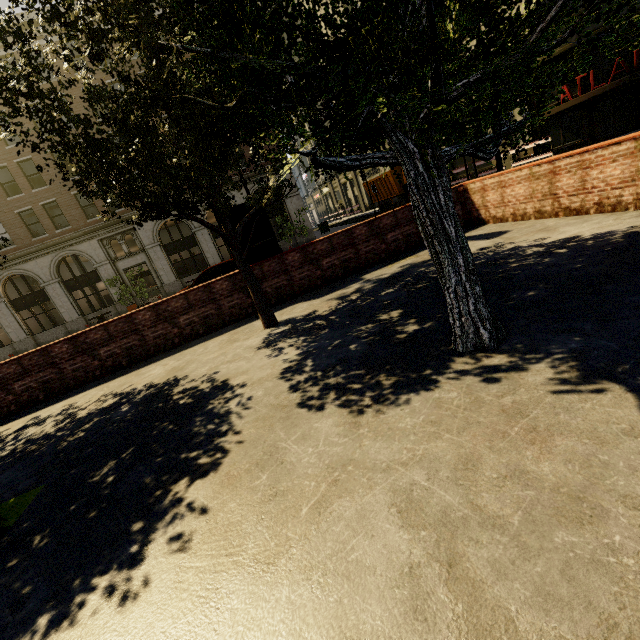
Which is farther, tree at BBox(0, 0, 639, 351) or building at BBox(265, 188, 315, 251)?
building at BBox(265, 188, 315, 251)

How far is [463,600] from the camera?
1.4m

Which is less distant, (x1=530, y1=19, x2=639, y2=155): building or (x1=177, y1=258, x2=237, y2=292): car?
(x1=177, y1=258, x2=237, y2=292): car

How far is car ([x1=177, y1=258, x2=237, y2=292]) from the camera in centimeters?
1362cm

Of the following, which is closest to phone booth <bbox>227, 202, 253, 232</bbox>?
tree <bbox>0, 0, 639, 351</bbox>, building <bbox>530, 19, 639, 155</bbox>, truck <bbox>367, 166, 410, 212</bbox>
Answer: tree <bbox>0, 0, 639, 351</bbox>

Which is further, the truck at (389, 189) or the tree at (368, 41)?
the truck at (389, 189)

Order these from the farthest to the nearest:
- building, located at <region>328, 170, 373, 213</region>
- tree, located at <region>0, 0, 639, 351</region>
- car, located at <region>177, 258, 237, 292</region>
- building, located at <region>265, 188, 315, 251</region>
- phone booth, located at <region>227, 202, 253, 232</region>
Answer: building, located at <region>328, 170, 373, 213</region>, building, located at <region>265, 188, 315, 251</region>, car, located at <region>177, 258, 237, 292</region>, phone booth, located at <region>227, 202, 253, 232</region>, tree, located at <region>0, 0, 639, 351</region>

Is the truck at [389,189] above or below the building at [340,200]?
below
